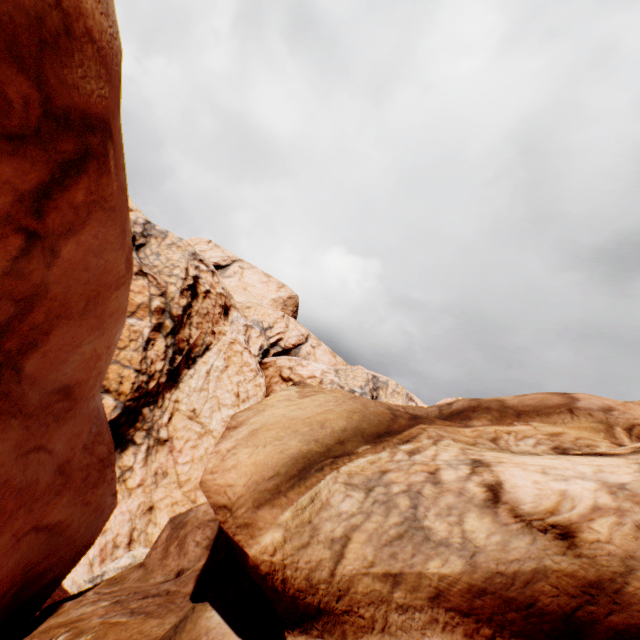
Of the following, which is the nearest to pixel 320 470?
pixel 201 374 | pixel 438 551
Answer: pixel 438 551
